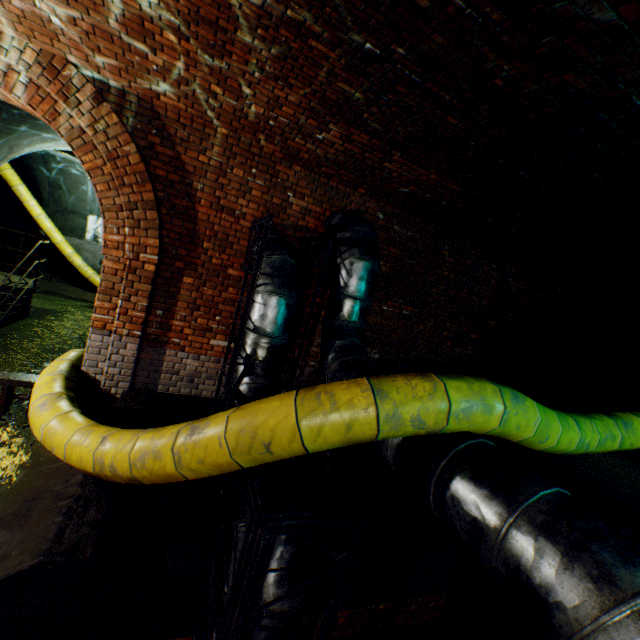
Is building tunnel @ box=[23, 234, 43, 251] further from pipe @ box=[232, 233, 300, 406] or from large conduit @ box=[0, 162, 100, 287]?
pipe @ box=[232, 233, 300, 406]

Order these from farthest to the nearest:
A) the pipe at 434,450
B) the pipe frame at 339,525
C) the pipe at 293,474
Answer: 1. the pipe at 293,474
2. the pipe frame at 339,525
3. the pipe at 434,450

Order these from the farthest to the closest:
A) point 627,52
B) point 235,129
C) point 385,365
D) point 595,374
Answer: point 595,374, point 385,365, point 235,129, point 627,52

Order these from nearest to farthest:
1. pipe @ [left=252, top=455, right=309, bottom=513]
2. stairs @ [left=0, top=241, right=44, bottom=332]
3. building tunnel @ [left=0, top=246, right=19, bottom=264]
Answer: pipe @ [left=252, top=455, right=309, bottom=513]
stairs @ [left=0, top=241, right=44, bottom=332]
building tunnel @ [left=0, top=246, right=19, bottom=264]

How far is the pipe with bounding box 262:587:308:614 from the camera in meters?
2.2

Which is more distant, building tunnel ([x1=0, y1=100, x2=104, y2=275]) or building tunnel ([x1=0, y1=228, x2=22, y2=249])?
building tunnel ([x1=0, y1=228, x2=22, y2=249])

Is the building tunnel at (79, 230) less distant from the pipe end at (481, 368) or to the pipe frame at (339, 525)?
the pipe frame at (339, 525)

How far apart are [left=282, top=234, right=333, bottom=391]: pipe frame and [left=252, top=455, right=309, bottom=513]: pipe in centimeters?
4cm
